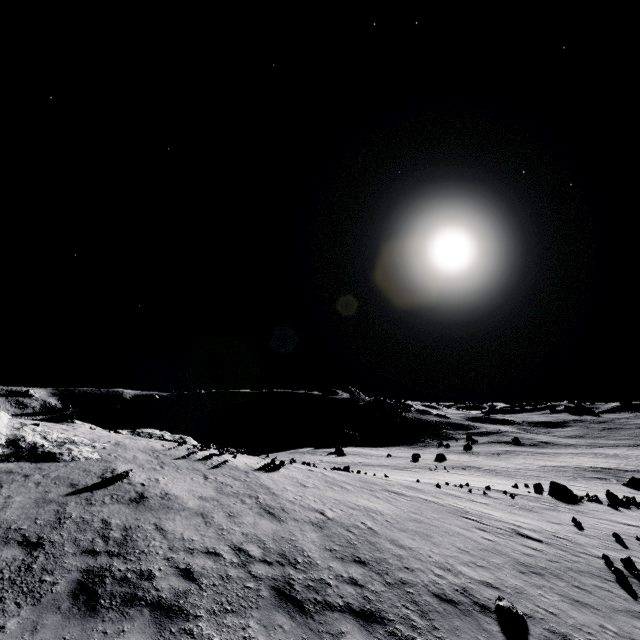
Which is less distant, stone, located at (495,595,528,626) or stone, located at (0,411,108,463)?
stone, located at (495,595,528,626)

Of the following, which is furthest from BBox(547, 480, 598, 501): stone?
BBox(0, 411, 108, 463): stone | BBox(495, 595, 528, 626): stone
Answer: BBox(0, 411, 108, 463): stone

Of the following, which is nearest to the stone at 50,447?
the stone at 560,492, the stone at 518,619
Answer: the stone at 518,619

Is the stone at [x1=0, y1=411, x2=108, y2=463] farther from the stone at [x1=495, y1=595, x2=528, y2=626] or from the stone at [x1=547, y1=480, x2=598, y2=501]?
the stone at [x1=547, y1=480, x2=598, y2=501]

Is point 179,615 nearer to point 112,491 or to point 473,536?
point 112,491

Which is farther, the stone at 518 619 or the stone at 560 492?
the stone at 560 492
